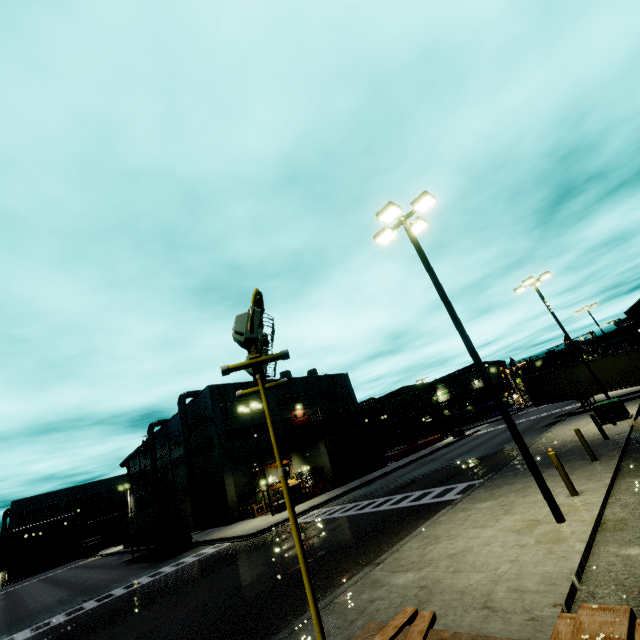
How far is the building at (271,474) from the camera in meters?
37.6

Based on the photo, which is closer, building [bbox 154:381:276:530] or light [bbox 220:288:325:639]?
light [bbox 220:288:325:639]

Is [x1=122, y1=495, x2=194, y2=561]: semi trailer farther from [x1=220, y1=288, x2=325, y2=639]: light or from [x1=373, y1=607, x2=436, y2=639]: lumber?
[x1=220, y1=288, x2=325, y2=639]: light

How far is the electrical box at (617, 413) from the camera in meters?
18.0 m

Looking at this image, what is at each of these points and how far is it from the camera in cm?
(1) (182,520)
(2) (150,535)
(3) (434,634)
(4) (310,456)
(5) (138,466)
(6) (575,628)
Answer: (1) semi trailer door, 2709
(2) semi trailer, 2762
(3) lumber platform, 252
(4) building, 3669
(5) building, 5734
(6) lumber, 196

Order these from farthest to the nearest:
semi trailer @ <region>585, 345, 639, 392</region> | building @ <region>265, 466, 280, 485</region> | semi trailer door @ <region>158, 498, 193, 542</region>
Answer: building @ <region>265, 466, 280, 485</region> → semi trailer door @ <region>158, 498, 193, 542</region> → semi trailer @ <region>585, 345, 639, 392</region>

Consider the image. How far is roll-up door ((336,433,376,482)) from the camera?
36.0 meters

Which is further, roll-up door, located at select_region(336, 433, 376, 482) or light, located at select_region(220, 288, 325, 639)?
roll-up door, located at select_region(336, 433, 376, 482)
